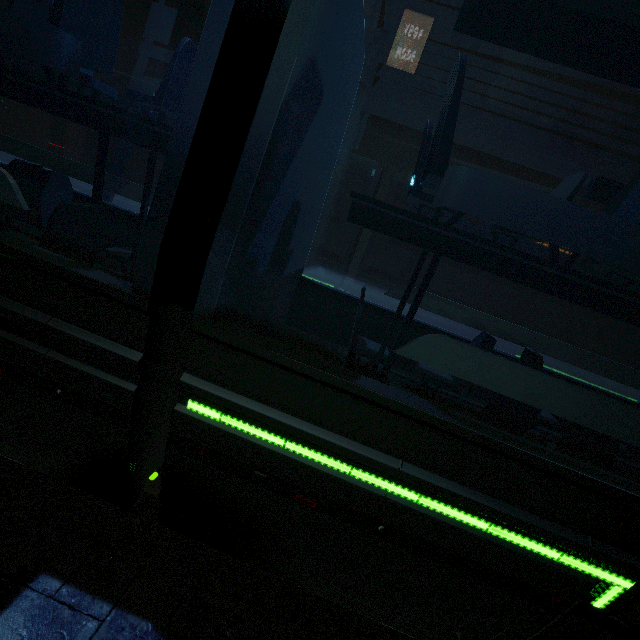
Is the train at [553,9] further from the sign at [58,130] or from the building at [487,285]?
the sign at [58,130]

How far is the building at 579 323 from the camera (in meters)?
24.16

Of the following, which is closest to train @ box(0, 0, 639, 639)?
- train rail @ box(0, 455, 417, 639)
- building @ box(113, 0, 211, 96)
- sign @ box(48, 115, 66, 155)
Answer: train rail @ box(0, 455, 417, 639)

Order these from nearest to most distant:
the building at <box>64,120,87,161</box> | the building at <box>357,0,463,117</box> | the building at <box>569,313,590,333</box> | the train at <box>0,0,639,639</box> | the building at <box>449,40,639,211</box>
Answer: the train at <box>0,0,639,639</box> → the building at <box>449,40,639,211</box> → the building at <box>357,0,463,117</box> → the building at <box>569,313,590,333</box> → the building at <box>64,120,87,161</box>

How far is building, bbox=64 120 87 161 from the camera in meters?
26.8 m

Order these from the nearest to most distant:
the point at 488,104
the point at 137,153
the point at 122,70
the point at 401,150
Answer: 1. the point at 137,153
2. the point at 488,104
3. the point at 401,150
4. the point at 122,70

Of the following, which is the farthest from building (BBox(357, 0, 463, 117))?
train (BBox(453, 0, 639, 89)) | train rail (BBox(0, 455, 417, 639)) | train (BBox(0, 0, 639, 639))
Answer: train (BBox(453, 0, 639, 89))
